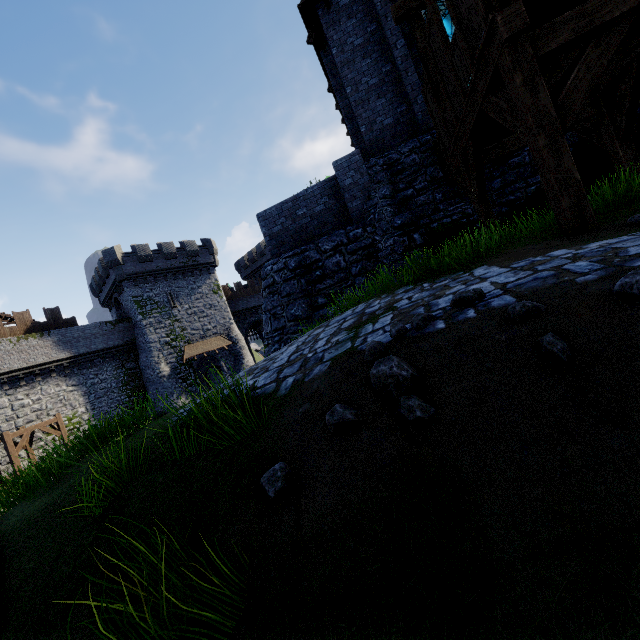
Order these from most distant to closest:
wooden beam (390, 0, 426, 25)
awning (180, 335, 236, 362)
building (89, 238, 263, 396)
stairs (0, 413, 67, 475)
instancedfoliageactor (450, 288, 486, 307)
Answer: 1. awning (180, 335, 236, 362)
2. building (89, 238, 263, 396)
3. stairs (0, 413, 67, 475)
4. wooden beam (390, 0, 426, 25)
5. instancedfoliageactor (450, 288, 486, 307)

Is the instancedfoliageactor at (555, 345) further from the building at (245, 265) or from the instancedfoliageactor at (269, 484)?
the building at (245, 265)

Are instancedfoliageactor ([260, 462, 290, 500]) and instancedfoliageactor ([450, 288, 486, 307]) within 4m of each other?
yes

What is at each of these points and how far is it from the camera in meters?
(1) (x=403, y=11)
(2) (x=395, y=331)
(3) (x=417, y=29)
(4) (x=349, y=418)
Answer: (1) wooden beam, 7.8
(2) instancedfoliageactor, 2.8
(3) wooden post, 7.9
(4) instancedfoliageactor, 2.2

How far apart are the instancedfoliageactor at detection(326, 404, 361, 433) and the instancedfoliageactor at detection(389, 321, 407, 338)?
0.81m

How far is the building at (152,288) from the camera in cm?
3203

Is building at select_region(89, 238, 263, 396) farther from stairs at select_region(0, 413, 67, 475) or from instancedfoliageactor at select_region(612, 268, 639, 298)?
instancedfoliageactor at select_region(612, 268, 639, 298)

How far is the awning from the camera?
33.3 meters
